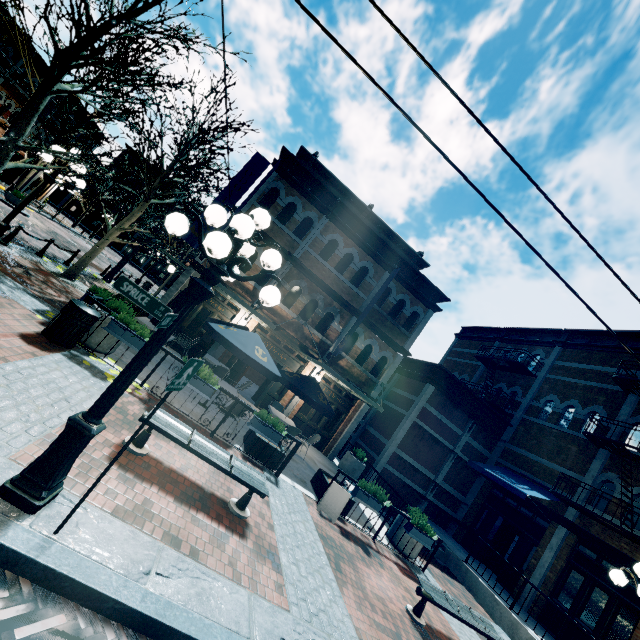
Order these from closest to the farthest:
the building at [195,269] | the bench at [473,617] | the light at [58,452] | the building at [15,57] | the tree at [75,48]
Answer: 1. the light at [58,452]
2. the bench at [473,617]
3. the tree at [75,48]
4. the building at [195,269]
5. the building at [15,57]

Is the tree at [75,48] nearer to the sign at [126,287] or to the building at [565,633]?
the building at [565,633]

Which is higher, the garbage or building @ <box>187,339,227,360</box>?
building @ <box>187,339,227,360</box>

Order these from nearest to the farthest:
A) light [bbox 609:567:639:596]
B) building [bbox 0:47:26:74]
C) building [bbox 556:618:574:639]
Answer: light [bbox 609:567:639:596] < building [bbox 556:618:574:639] < building [bbox 0:47:26:74]

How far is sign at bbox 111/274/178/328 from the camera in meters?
3.0

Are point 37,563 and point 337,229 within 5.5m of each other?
no

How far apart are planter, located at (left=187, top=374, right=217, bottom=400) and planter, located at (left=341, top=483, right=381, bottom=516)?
4.50m

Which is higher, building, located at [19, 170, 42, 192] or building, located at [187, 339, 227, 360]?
building, located at [19, 170, 42, 192]
